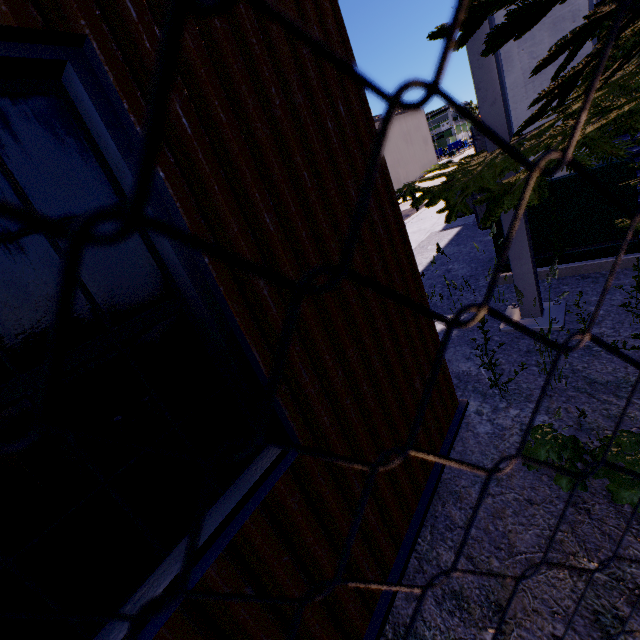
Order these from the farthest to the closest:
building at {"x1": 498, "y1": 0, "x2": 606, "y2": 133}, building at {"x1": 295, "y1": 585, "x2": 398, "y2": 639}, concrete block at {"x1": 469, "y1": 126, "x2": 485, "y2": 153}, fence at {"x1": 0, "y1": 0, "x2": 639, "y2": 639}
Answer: concrete block at {"x1": 469, "y1": 126, "x2": 485, "y2": 153}, building at {"x1": 498, "y1": 0, "x2": 606, "y2": 133}, building at {"x1": 295, "y1": 585, "x2": 398, "y2": 639}, fence at {"x1": 0, "y1": 0, "x2": 639, "y2": 639}

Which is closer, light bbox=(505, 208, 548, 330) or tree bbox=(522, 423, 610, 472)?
tree bbox=(522, 423, 610, 472)

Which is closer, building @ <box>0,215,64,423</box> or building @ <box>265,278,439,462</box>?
building @ <box>0,215,64,423</box>

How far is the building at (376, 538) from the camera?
1.58m

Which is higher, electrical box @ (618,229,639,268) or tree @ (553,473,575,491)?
electrical box @ (618,229,639,268)

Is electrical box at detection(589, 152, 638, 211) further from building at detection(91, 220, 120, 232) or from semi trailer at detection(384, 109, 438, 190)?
semi trailer at detection(384, 109, 438, 190)

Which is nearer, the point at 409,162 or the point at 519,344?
the point at 519,344

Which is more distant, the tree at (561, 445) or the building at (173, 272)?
the tree at (561, 445)
